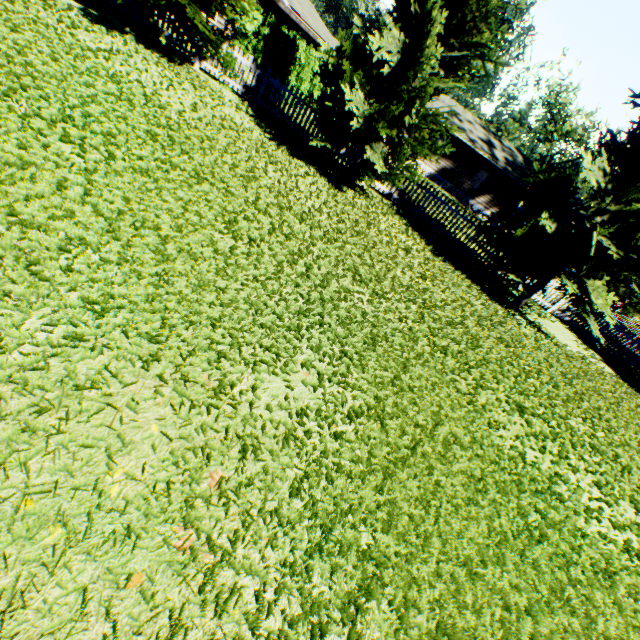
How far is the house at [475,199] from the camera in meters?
29.2

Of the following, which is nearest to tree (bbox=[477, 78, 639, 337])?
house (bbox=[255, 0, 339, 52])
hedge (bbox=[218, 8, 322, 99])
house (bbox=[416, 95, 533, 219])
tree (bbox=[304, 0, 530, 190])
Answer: tree (bbox=[304, 0, 530, 190])

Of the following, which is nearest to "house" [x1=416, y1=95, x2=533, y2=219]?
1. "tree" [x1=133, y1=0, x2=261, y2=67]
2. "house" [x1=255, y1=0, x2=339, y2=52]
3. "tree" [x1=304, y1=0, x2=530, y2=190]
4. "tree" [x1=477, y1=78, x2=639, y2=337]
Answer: "house" [x1=255, y1=0, x2=339, y2=52]

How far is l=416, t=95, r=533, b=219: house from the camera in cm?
2922

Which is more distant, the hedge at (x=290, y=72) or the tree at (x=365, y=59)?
the hedge at (x=290, y=72)

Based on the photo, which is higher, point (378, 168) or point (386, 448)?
point (378, 168)

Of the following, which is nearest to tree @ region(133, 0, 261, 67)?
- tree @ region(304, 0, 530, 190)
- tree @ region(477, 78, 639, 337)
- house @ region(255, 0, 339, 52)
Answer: tree @ region(477, 78, 639, 337)

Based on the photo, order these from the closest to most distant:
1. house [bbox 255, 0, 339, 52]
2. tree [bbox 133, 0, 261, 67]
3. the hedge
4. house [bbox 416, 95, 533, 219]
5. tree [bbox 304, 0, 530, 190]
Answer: tree [bbox 304, 0, 530, 190], tree [bbox 133, 0, 261, 67], the hedge, house [bbox 255, 0, 339, 52], house [bbox 416, 95, 533, 219]
